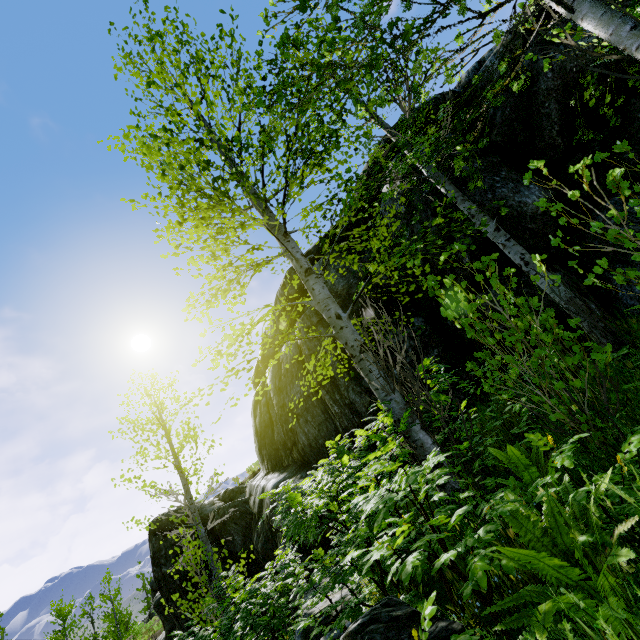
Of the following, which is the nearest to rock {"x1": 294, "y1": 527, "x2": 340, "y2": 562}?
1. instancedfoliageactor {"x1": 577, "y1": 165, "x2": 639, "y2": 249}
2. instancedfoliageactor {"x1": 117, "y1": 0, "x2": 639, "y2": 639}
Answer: instancedfoliageactor {"x1": 577, "y1": 165, "x2": 639, "y2": 249}

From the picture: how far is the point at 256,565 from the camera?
10.3m

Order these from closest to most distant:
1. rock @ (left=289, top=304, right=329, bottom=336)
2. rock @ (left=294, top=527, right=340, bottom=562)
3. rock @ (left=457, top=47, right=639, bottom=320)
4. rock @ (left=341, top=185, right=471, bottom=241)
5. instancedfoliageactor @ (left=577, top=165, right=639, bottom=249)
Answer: instancedfoliageactor @ (left=577, top=165, right=639, bottom=249) < rock @ (left=457, top=47, right=639, bottom=320) < rock @ (left=341, top=185, right=471, bottom=241) < rock @ (left=294, top=527, right=340, bottom=562) < rock @ (left=289, top=304, right=329, bottom=336)

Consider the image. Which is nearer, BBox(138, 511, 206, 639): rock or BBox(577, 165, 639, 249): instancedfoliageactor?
BBox(577, 165, 639, 249): instancedfoliageactor

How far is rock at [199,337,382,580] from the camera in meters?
7.4

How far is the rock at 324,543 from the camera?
Result: 6.8 meters

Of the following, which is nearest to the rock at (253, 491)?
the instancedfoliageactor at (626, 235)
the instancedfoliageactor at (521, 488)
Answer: the instancedfoliageactor at (626, 235)
